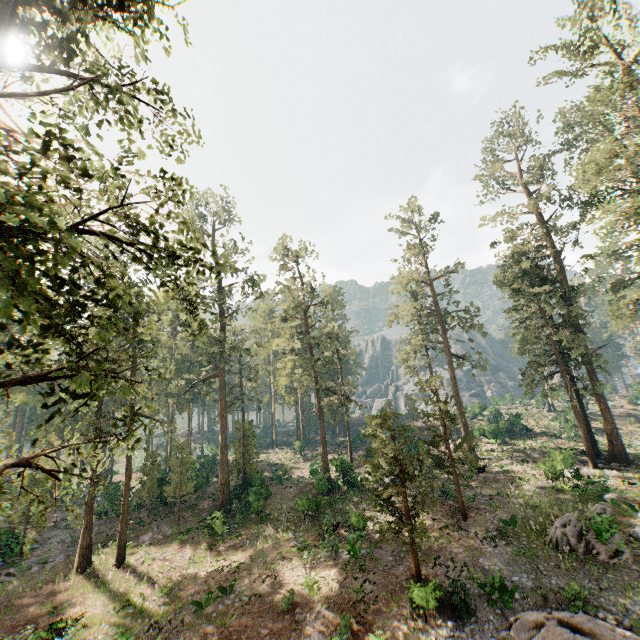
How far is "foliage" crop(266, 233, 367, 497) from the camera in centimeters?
3494cm

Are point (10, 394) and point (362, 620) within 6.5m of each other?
no

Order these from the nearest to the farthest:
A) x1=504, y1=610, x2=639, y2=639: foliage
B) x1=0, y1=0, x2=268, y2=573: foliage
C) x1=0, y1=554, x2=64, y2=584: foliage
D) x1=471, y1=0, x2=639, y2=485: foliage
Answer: x1=0, y1=0, x2=268, y2=573: foliage, x1=504, y1=610, x2=639, y2=639: foliage, x1=471, y1=0, x2=639, y2=485: foliage, x1=0, y1=554, x2=64, y2=584: foliage

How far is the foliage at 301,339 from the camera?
34.94m

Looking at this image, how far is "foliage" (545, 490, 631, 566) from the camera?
17.30m

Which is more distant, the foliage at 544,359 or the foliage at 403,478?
the foliage at 544,359

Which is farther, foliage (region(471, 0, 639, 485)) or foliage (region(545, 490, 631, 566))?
foliage (region(471, 0, 639, 485))
